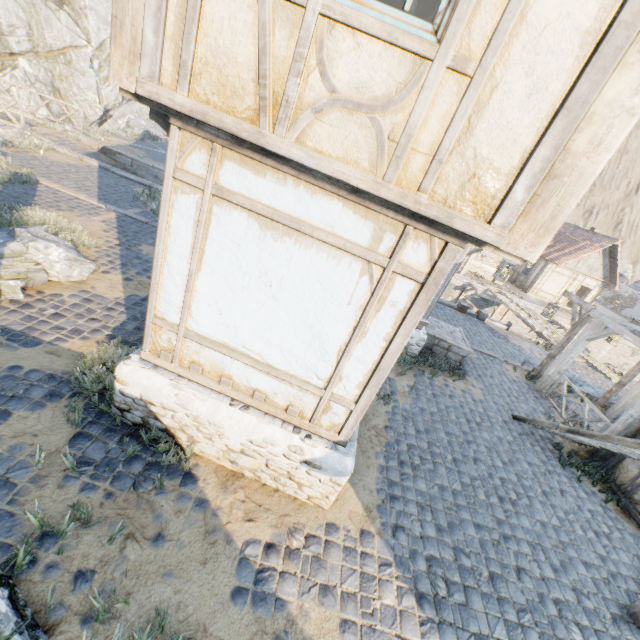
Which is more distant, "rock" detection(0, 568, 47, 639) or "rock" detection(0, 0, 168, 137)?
"rock" detection(0, 0, 168, 137)

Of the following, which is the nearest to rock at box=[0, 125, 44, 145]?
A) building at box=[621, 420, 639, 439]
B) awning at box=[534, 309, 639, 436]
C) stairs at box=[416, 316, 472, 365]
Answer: building at box=[621, 420, 639, 439]

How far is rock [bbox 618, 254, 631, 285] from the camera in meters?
40.1

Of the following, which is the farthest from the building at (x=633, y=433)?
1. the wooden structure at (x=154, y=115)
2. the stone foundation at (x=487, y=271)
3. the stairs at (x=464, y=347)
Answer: the stone foundation at (x=487, y=271)

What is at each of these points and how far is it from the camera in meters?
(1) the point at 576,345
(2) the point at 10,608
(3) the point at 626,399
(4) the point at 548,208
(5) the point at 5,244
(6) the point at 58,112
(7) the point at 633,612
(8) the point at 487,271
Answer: (1) awning, 9.8
(2) rock, 2.7
(3) awning, 10.5
(4) building, 2.6
(5) rock, 6.1
(6) rock, 27.0
(7) wooden structure, 4.8
(8) stone foundation, 24.9

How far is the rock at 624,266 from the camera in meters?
40.1

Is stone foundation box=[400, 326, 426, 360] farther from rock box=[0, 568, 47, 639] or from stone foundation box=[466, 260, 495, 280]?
stone foundation box=[466, 260, 495, 280]

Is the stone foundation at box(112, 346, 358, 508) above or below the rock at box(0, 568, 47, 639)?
above
